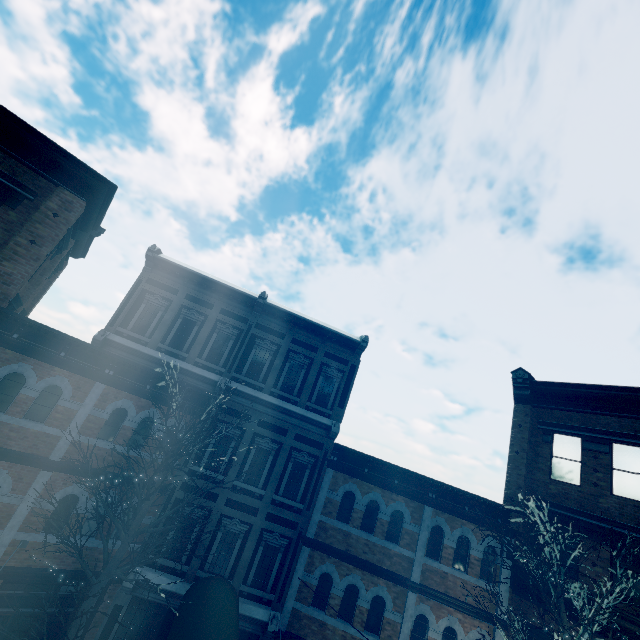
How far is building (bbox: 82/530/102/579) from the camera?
10.2m

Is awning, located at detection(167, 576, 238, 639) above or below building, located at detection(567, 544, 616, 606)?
below

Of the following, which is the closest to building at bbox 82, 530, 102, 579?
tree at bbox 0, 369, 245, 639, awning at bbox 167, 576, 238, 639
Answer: awning at bbox 167, 576, 238, 639

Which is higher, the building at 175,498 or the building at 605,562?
the building at 605,562

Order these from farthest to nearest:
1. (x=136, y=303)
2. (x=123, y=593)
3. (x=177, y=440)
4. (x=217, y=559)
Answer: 1. (x=136, y=303)
2. (x=217, y=559)
3. (x=123, y=593)
4. (x=177, y=440)

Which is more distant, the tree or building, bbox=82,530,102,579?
building, bbox=82,530,102,579

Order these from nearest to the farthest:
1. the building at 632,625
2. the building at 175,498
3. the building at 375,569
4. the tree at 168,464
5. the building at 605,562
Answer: the tree at 168,464, the building at 632,625, the building at 375,569, the building at 605,562, the building at 175,498
